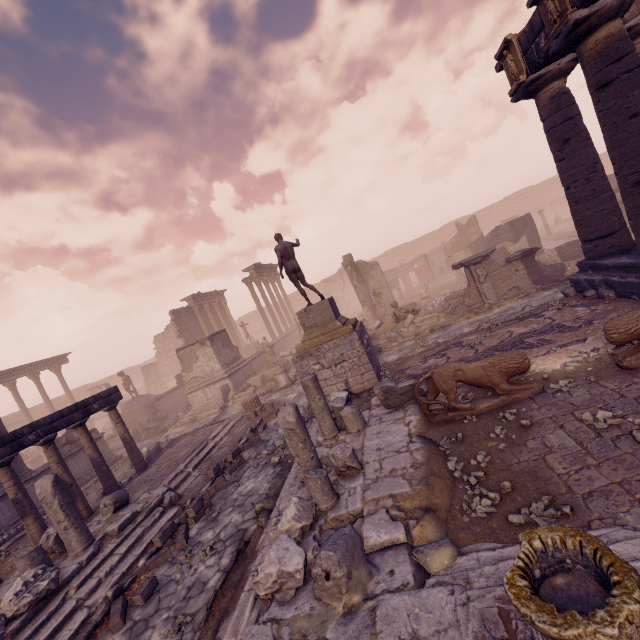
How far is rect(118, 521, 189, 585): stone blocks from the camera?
6.1 meters

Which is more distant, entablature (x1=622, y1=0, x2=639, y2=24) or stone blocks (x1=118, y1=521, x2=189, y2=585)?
entablature (x1=622, y1=0, x2=639, y2=24)

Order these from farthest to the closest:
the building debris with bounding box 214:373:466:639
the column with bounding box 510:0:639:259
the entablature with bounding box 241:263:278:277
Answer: the entablature with bounding box 241:263:278:277 < the column with bounding box 510:0:639:259 < the building debris with bounding box 214:373:466:639

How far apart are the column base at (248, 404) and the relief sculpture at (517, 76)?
13.18m

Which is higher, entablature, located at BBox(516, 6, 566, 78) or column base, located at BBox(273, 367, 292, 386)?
entablature, located at BBox(516, 6, 566, 78)

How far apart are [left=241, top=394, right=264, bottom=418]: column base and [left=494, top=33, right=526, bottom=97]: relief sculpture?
13.2 meters

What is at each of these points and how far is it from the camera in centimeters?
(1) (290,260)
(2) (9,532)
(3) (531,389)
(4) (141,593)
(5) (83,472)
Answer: (1) sculpture, 1120cm
(2) building, 1076cm
(3) sculpture, 578cm
(4) stone blocks, 537cm
(5) building, 1373cm

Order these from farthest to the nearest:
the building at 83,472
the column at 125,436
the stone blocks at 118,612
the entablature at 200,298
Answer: the entablature at 200,298 < the building at 83,472 < the column at 125,436 < the stone blocks at 118,612
